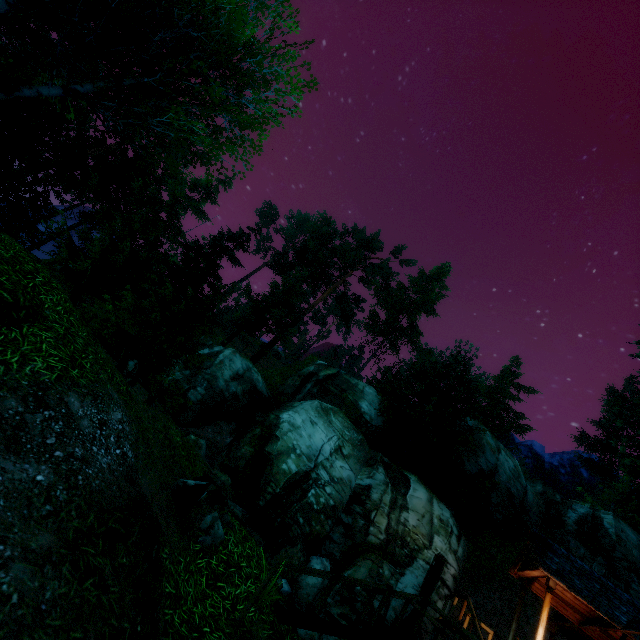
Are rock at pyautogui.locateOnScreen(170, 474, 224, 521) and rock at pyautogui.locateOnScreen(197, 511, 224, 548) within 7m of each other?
yes

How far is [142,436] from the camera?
5.9m

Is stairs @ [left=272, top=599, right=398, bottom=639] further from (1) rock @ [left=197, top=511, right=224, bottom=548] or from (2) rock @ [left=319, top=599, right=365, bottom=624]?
(2) rock @ [left=319, top=599, right=365, bottom=624]

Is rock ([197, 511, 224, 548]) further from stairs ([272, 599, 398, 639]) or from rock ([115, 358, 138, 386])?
rock ([115, 358, 138, 386])

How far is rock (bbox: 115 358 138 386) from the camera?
7.5 meters

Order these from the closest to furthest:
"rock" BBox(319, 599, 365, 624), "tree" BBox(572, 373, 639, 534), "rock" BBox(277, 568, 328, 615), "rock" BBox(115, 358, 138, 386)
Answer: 1. "rock" BBox(115, 358, 138, 386)
2. "rock" BBox(277, 568, 328, 615)
3. "rock" BBox(319, 599, 365, 624)
4. "tree" BBox(572, 373, 639, 534)

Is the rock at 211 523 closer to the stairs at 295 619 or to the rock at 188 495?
the rock at 188 495

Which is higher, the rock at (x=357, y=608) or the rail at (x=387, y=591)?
the rail at (x=387, y=591)
